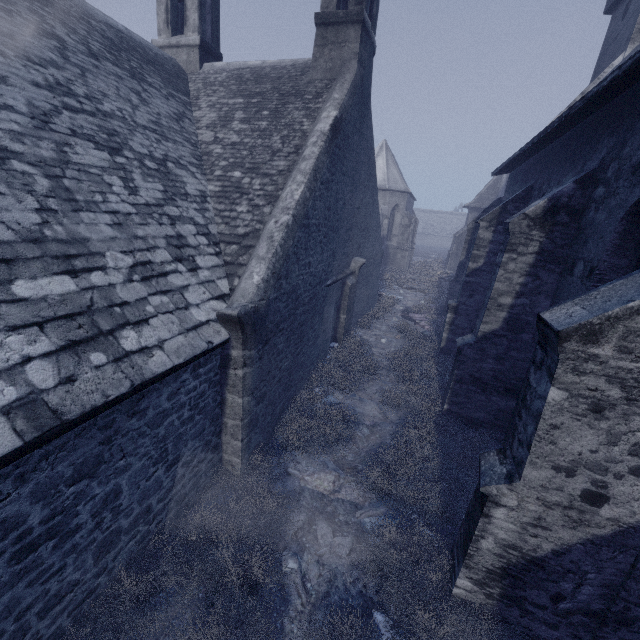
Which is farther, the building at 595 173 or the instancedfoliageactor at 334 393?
the instancedfoliageactor at 334 393

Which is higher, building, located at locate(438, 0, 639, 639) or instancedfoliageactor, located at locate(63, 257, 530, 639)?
building, located at locate(438, 0, 639, 639)

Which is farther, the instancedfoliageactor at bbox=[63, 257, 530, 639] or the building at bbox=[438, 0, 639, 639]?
the instancedfoliageactor at bbox=[63, 257, 530, 639]

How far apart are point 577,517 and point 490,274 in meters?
8.7 m
